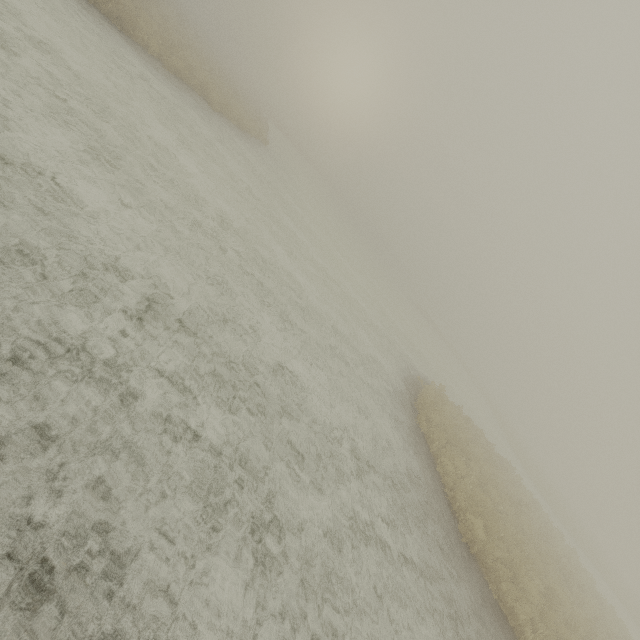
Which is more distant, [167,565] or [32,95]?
[32,95]
